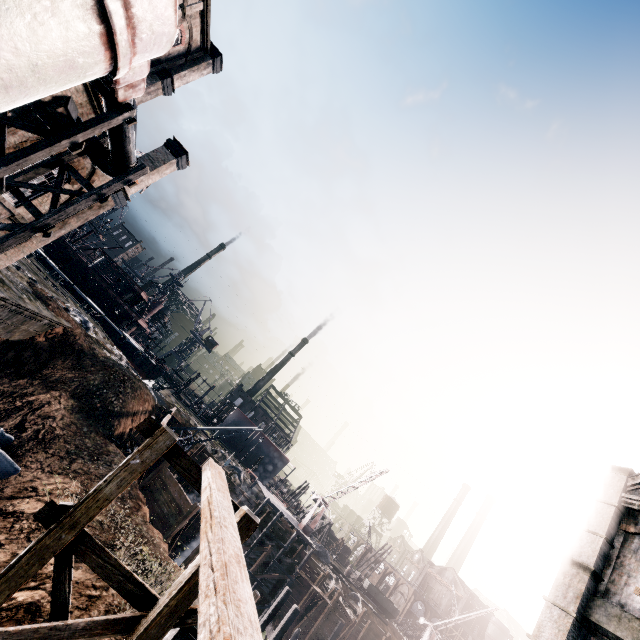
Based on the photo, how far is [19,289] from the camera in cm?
2433

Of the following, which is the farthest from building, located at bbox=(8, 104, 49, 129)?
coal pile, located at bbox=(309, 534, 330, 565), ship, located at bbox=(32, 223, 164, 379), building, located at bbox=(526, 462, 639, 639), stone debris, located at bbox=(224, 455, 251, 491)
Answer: coal pile, located at bbox=(309, 534, 330, 565)

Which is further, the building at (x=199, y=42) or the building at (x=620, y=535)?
the building at (x=199, y=42)

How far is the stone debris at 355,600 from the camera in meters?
40.5 m

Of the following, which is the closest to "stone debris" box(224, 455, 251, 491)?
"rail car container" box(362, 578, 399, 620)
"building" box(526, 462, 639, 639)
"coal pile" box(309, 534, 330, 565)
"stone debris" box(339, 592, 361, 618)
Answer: "stone debris" box(339, 592, 361, 618)

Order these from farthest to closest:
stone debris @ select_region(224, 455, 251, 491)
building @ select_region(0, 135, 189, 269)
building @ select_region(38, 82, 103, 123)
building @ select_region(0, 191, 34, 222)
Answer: stone debris @ select_region(224, 455, 251, 491) < building @ select_region(0, 135, 189, 269) < building @ select_region(0, 191, 34, 222) < building @ select_region(38, 82, 103, 123)

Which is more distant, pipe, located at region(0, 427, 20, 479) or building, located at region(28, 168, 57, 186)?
pipe, located at region(0, 427, 20, 479)

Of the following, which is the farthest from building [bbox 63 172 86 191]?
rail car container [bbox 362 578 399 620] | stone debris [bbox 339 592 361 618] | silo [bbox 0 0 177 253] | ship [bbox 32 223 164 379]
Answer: rail car container [bbox 362 578 399 620]
